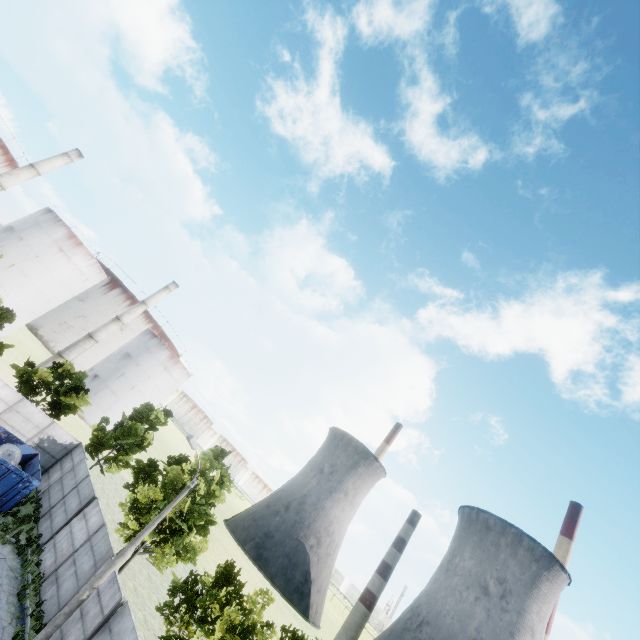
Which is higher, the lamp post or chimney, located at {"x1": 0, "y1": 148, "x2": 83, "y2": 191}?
chimney, located at {"x1": 0, "y1": 148, "x2": 83, "y2": 191}

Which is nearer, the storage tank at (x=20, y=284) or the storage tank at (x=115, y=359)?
the storage tank at (x=20, y=284)

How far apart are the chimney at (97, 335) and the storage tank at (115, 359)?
5.8 meters

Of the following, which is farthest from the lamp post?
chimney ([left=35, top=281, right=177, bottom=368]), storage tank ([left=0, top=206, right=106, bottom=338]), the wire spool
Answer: storage tank ([left=0, top=206, right=106, bottom=338])

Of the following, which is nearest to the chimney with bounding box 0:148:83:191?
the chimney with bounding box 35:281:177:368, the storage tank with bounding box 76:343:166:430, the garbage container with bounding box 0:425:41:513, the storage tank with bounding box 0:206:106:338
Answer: the storage tank with bounding box 0:206:106:338

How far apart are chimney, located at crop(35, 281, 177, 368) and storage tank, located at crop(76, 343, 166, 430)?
5.8m

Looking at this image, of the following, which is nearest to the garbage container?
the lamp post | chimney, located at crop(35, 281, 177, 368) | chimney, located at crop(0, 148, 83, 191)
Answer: the lamp post

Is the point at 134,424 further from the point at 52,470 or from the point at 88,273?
the point at 88,273
